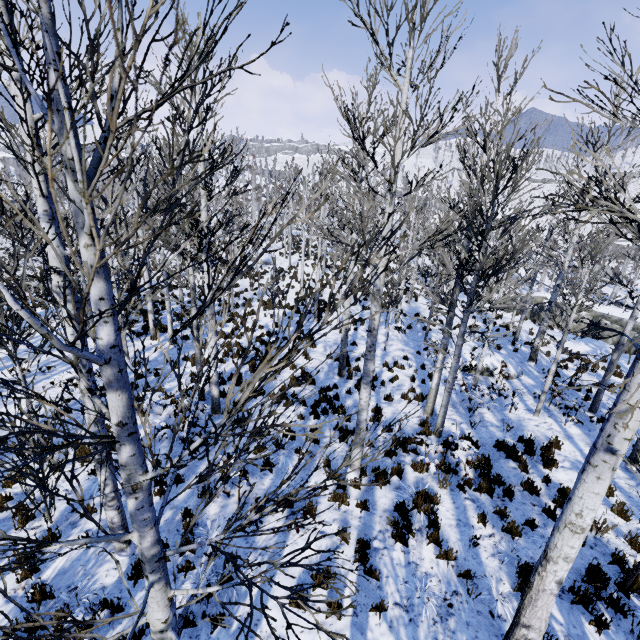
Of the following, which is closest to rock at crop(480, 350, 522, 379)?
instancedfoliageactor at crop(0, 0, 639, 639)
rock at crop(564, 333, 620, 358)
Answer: instancedfoliageactor at crop(0, 0, 639, 639)

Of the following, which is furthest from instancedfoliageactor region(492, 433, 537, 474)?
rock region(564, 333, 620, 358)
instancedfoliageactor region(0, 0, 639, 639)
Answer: instancedfoliageactor region(0, 0, 639, 639)

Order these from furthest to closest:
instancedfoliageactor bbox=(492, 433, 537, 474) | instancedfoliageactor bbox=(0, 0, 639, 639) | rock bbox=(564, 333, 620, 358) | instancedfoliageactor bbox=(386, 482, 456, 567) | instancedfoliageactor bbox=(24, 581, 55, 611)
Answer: rock bbox=(564, 333, 620, 358)
instancedfoliageactor bbox=(492, 433, 537, 474)
instancedfoliageactor bbox=(386, 482, 456, 567)
instancedfoliageactor bbox=(24, 581, 55, 611)
instancedfoliageactor bbox=(0, 0, 639, 639)

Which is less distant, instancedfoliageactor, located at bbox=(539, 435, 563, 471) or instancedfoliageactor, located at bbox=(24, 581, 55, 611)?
instancedfoliageactor, located at bbox=(24, 581, 55, 611)

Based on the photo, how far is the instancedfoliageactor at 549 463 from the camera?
8.20m

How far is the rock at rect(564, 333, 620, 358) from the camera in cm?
1889

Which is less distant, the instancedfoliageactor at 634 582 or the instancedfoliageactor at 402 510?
the instancedfoliageactor at 634 582

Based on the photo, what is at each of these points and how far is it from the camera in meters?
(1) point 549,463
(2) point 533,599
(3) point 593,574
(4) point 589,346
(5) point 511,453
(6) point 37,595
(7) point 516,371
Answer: (1) instancedfoliageactor, 8.2
(2) instancedfoliageactor, 3.5
(3) instancedfoliageactor, 5.2
(4) rock, 19.5
(5) instancedfoliageactor, 8.4
(6) instancedfoliageactor, 4.6
(7) rock, 14.0
